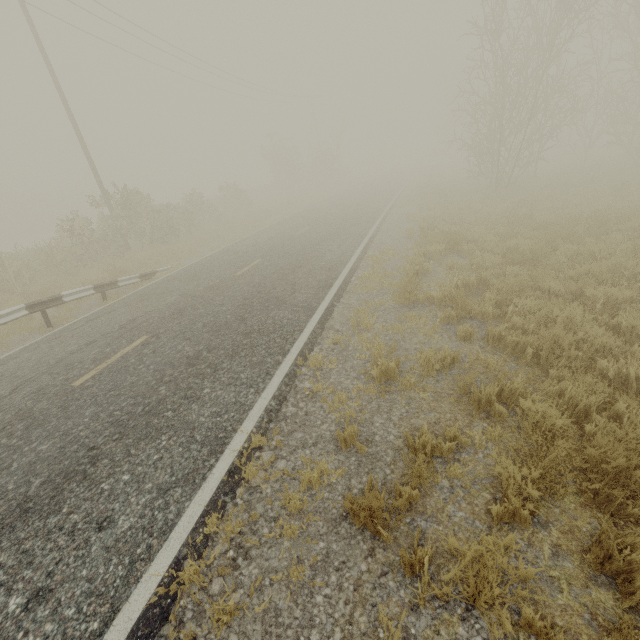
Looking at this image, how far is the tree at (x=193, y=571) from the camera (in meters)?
2.72

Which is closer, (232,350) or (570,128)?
(232,350)

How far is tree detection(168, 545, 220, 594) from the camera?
2.72m

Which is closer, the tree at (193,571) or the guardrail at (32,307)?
the tree at (193,571)

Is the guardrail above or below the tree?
above

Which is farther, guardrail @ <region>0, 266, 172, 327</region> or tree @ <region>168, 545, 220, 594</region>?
guardrail @ <region>0, 266, 172, 327</region>
